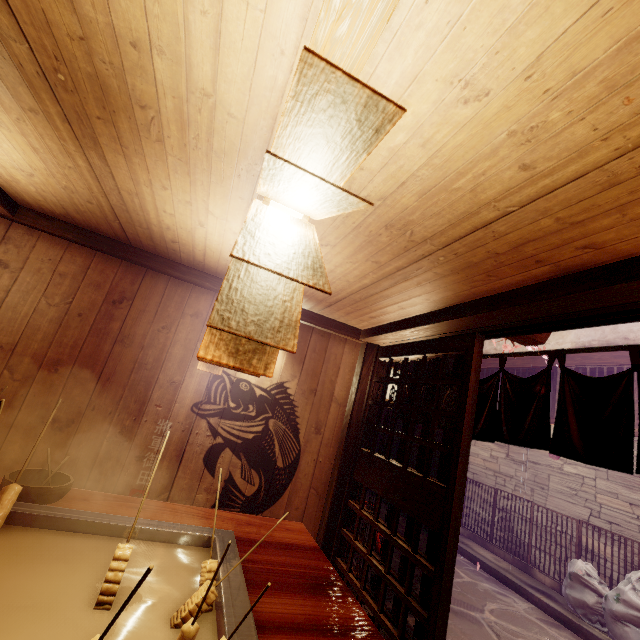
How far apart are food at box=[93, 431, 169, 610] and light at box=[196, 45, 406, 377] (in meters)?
1.27

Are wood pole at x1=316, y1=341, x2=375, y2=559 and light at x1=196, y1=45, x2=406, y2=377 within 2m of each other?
no

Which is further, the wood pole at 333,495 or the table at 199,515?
the wood pole at 333,495

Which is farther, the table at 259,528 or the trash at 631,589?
the trash at 631,589

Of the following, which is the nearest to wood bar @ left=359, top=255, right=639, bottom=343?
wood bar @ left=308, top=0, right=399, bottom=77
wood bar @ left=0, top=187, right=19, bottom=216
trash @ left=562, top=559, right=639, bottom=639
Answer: wood bar @ left=308, top=0, right=399, bottom=77

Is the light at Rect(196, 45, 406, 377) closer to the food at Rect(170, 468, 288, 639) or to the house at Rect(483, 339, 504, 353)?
the food at Rect(170, 468, 288, 639)

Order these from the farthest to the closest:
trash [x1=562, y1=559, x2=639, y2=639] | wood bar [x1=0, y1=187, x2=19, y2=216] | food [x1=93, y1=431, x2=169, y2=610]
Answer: trash [x1=562, y1=559, x2=639, y2=639] < wood bar [x1=0, y1=187, x2=19, y2=216] < food [x1=93, y1=431, x2=169, y2=610]

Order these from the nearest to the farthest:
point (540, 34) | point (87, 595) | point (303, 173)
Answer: point (303, 173)
point (540, 34)
point (87, 595)
